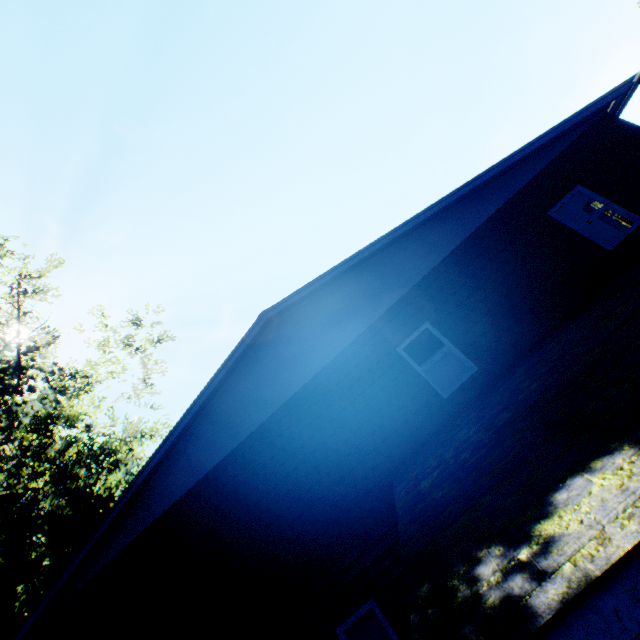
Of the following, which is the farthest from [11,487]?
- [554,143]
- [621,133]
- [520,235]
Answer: [621,133]
